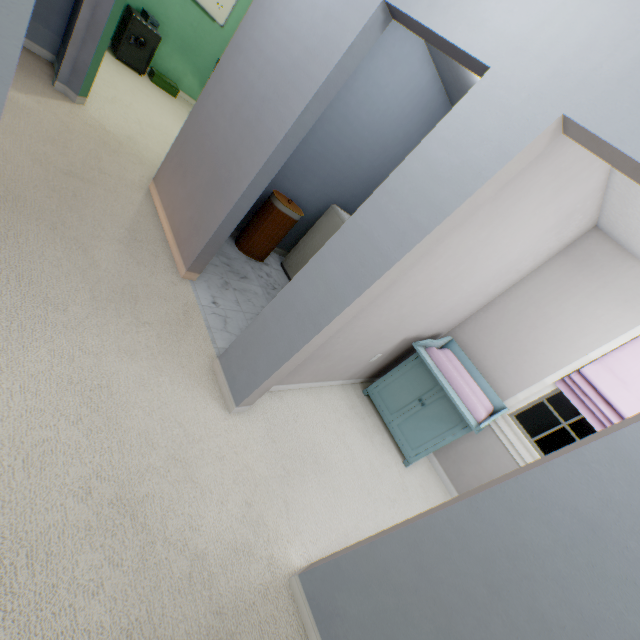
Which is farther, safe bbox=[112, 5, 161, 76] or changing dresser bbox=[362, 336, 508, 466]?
safe bbox=[112, 5, 161, 76]

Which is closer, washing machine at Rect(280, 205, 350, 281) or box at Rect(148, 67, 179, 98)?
washing machine at Rect(280, 205, 350, 281)

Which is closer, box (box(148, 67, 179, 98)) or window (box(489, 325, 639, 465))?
window (box(489, 325, 639, 465))

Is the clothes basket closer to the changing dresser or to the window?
the changing dresser

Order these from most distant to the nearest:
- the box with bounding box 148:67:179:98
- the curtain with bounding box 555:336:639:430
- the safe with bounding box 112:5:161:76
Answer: the box with bounding box 148:67:179:98 < the safe with bounding box 112:5:161:76 < the curtain with bounding box 555:336:639:430

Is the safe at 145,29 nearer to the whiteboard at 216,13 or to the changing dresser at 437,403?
the whiteboard at 216,13

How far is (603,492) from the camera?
0.9m

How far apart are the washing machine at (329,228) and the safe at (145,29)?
3.8m
